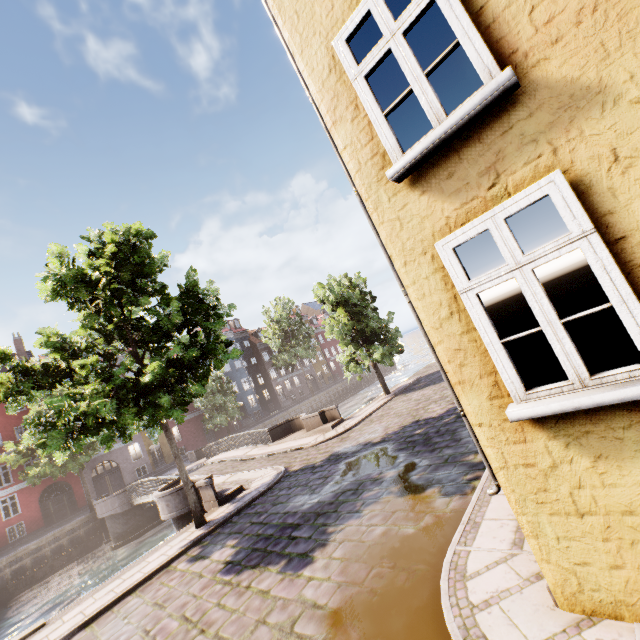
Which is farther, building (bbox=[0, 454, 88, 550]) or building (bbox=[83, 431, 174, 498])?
building (bbox=[83, 431, 174, 498])

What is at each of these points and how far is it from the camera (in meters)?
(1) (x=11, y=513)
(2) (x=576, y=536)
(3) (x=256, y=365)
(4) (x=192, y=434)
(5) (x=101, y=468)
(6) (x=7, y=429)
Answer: (1) building, 27.22
(2) building, 2.98
(3) building, 51.81
(4) building, 39.50
(5) building, 37.44
(6) building, 28.97

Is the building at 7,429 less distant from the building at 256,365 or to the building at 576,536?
Answer: the building at 256,365

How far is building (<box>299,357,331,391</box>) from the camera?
56.59m

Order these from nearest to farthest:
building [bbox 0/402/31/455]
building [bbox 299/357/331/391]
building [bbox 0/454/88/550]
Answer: building [bbox 0/454/88/550] < building [bbox 0/402/31/455] < building [bbox 299/357/331/391]

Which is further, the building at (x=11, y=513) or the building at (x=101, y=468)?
the building at (x=101, y=468)

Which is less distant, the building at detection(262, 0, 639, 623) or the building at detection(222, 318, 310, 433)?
the building at detection(262, 0, 639, 623)

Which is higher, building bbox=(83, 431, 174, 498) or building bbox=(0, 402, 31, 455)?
building bbox=(0, 402, 31, 455)
